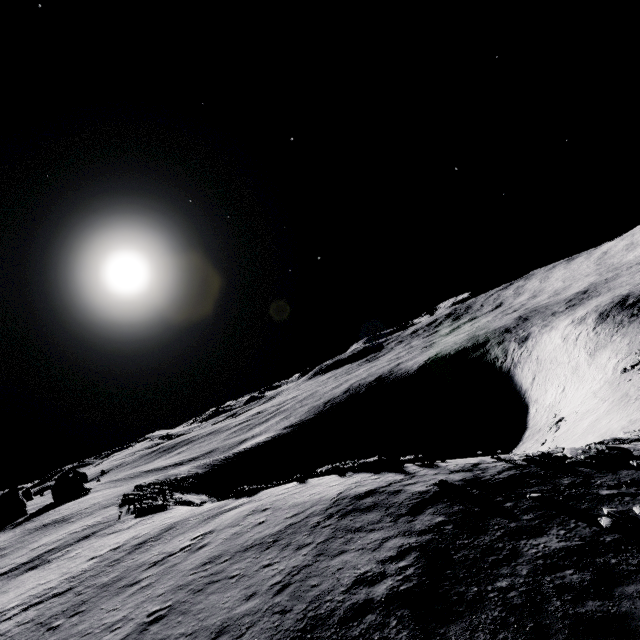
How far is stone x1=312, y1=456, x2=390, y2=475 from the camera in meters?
19.7

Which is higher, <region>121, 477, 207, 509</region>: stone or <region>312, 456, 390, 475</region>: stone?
<region>312, 456, 390, 475</region>: stone

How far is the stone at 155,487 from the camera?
35.26m

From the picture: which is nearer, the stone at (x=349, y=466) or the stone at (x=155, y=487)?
the stone at (x=349, y=466)

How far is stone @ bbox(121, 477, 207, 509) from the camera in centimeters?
3526cm

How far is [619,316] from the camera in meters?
56.1

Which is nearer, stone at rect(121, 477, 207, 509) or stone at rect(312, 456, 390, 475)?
stone at rect(312, 456, 390, 475)
